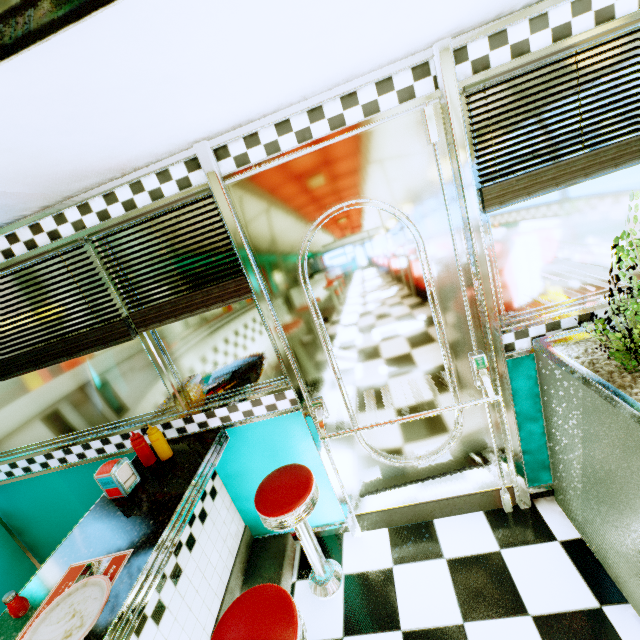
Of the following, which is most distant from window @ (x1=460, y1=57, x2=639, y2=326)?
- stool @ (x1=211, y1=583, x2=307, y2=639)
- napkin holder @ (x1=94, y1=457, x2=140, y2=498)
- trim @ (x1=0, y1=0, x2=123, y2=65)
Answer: napkin holder @ (x1=94, y1=457, x2=140, y2=498)

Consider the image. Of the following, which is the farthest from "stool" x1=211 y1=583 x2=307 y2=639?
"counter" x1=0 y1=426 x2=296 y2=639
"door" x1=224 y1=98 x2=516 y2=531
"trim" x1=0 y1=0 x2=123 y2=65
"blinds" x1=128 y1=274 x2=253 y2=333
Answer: "trim" x1=0 y1=0 x2=123 y2=65

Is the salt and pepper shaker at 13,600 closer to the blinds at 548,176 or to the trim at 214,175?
the trim at 214,175

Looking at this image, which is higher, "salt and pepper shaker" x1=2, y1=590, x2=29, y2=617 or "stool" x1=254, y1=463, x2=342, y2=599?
"salt and pepper shaker" x1=2, y1=590, x2=29, y2=617

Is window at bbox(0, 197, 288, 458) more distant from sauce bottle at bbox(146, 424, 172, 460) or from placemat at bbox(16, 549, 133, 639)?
placemat at bbox(16, 549, 133, 639)

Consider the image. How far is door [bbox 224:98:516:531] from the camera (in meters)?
1.57

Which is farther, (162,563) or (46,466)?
(46,466)

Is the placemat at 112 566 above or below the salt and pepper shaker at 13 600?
below
